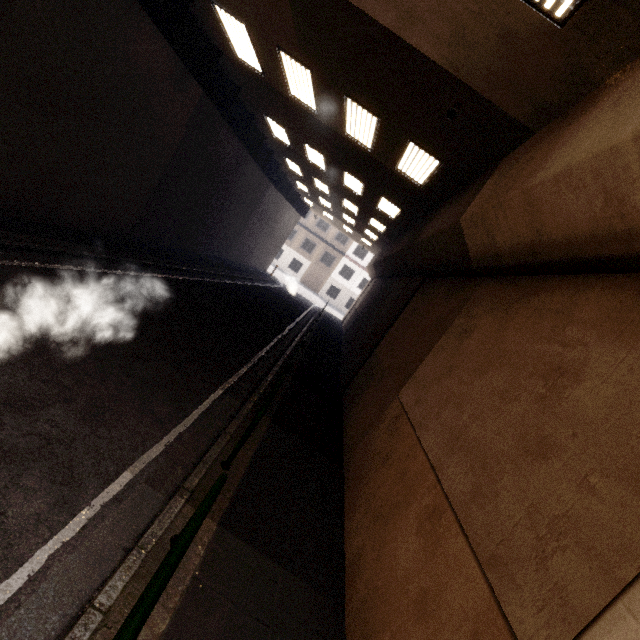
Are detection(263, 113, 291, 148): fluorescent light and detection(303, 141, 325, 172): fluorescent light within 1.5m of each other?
yes

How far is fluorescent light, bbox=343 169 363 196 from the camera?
12.9m

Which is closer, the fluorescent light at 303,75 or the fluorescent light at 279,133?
the fluorescent light at 303,75

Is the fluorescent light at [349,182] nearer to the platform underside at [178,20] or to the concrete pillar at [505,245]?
the concrete pillar at [505,245]

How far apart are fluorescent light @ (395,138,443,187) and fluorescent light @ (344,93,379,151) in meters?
Result: 0.9 m

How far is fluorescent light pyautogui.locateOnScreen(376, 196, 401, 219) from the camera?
12.88m

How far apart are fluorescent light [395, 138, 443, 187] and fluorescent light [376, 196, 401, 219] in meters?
3.3 m

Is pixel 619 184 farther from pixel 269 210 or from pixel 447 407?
pixel 269 210
